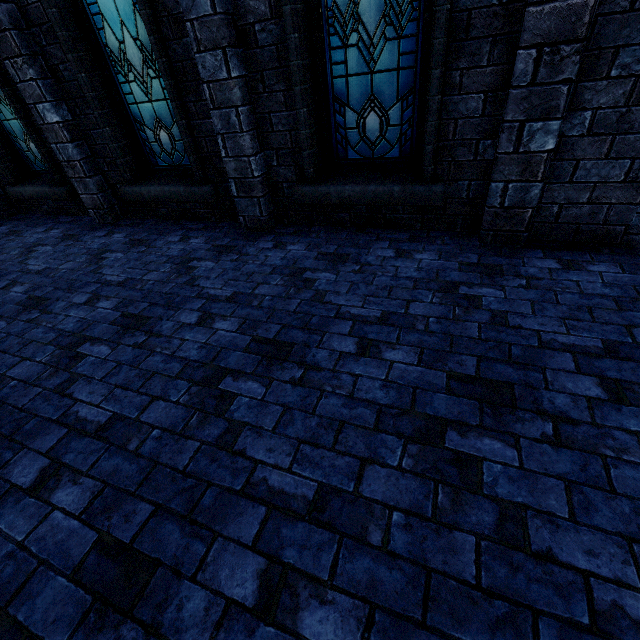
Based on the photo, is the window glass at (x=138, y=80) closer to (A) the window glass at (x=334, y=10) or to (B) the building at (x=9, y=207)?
(B) the building at (x=9, y=207)

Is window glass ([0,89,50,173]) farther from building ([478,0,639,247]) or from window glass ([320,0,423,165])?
window glass ([320,0,423,165])

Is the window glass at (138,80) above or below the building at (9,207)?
above

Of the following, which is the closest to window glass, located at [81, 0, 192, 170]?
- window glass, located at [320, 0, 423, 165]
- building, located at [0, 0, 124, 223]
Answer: building, located at [0, 0, 124, 223]

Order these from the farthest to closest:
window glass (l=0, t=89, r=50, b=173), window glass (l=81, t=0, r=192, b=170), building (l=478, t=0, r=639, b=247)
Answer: window glass (l=0, t=89, r=50, b=173), window glass (l=81, t=0, r=192, b=170), building (l=478, t=0, r=639, b=247)

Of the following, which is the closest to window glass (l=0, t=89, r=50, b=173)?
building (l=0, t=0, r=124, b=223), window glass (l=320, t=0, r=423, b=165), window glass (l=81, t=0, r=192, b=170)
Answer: building (l=0, t=0, r=124, b=223)

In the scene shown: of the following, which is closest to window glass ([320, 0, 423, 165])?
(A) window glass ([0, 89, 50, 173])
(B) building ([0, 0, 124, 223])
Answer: (B) building ([0, 0, 124, 223])

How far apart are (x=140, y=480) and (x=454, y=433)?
1.8 meters
